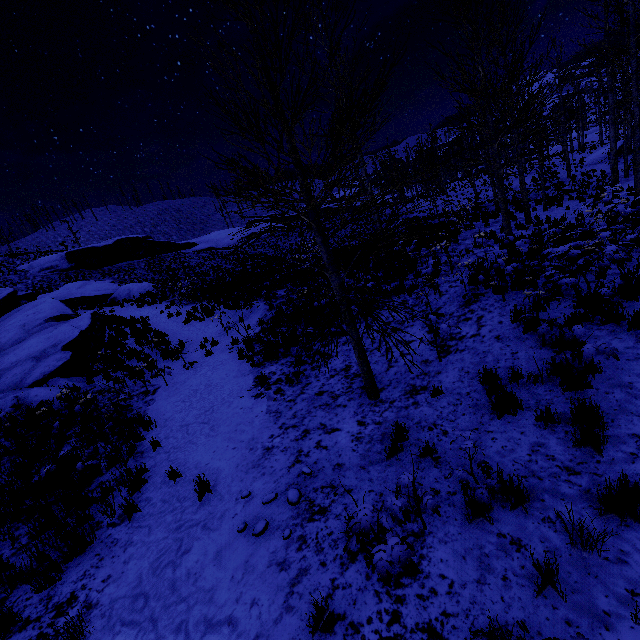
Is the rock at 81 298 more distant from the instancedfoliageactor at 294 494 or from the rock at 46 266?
the instancedfoliageactor at 294 494

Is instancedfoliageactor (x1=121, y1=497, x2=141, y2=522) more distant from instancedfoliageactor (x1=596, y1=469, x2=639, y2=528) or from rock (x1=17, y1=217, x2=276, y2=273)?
rock (x1=17, y1=217, x2=276, y2=273)

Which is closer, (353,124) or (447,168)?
(353,124)

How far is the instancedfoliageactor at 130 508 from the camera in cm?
529

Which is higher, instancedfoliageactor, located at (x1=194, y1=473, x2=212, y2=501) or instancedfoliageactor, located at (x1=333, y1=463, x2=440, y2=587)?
instancedfoliageactor, located at (x1=333, y1=463, x2=440, y2=587)

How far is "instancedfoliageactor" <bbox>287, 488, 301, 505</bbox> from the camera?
4.62m
